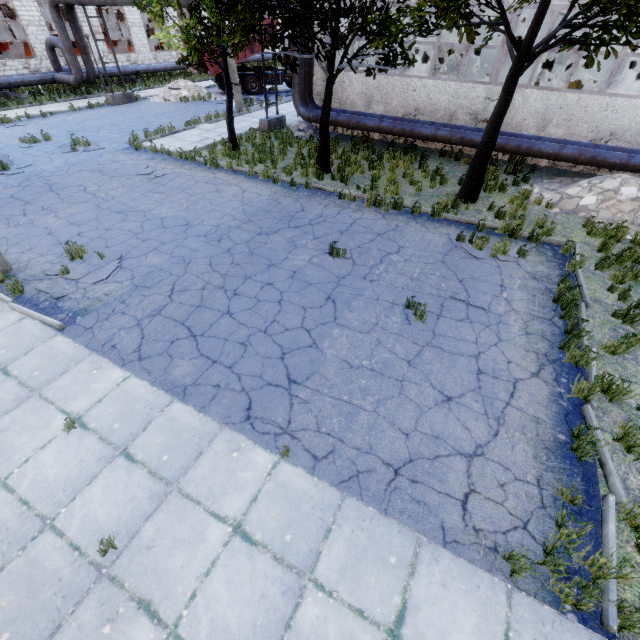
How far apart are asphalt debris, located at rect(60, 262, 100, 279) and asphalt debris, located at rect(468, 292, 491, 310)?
7.8 meters

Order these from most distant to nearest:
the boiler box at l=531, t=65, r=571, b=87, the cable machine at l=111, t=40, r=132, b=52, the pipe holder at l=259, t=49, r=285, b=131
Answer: the cable machine at l=111, t=40, r=132, b=52, the pipe holder at l=259, t=49, r=285, b=131, the boiler box at l=531, t=65, r=571, b=87

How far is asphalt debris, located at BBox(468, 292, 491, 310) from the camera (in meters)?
7.01

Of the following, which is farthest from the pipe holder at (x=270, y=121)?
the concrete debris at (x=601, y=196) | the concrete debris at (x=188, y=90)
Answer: the concrete debris at (x=601, y=196)

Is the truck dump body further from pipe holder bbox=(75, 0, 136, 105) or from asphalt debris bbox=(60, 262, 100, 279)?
A: asphalt debris bbox=(60, 262, 100, 279)

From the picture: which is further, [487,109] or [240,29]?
[487,109]

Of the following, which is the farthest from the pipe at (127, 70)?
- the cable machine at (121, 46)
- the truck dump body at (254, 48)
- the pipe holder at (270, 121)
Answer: the truck dump body at (254, 48)

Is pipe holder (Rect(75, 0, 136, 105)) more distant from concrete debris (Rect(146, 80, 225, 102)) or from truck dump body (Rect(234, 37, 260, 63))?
truck dump body (Rect(234, 37, 260, 63))
